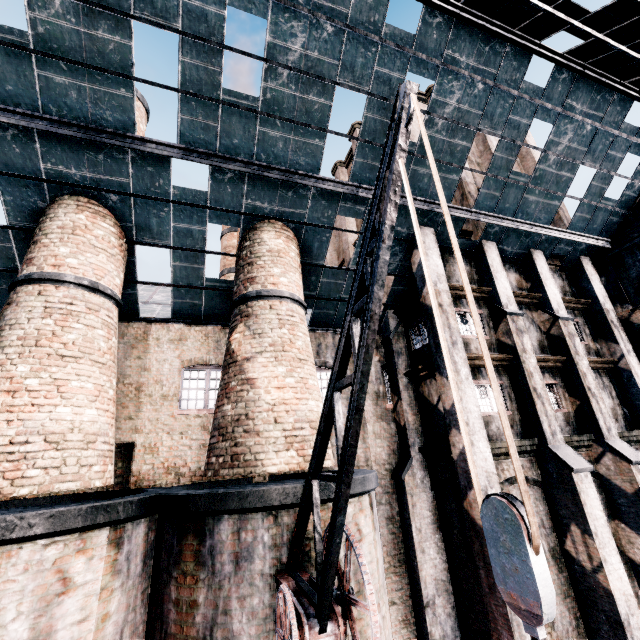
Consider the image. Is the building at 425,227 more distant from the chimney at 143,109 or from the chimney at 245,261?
the chimney at 143,109

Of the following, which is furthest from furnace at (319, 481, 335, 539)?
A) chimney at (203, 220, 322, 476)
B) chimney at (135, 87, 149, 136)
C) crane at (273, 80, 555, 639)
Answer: chimney at (135, 87, 149, 136)

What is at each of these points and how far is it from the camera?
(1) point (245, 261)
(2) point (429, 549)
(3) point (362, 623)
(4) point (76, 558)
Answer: (1) chimney, 11.6 meters
(2) building, 12.1 meters
(3) furnace, 7.1 meters
(4) furnace, 6.2 meters

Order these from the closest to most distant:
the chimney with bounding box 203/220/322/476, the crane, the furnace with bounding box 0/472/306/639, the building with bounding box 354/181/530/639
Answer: the crane < the furnace with bounding box 0/472/306/639 < the chimney with bounding box 203/220/322/476 < the building with bounding box 354/181/530/639

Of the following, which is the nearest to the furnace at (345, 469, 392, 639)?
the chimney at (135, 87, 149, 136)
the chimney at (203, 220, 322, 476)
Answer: the chimney at (203, 220, 322, 476)

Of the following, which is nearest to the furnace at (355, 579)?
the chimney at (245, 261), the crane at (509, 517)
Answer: the crane at (509, 517)

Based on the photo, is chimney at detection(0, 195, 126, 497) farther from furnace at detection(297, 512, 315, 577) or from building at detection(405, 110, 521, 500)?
furnace at detection(297, 512, 315, 577)

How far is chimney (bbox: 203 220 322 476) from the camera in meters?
8.5
